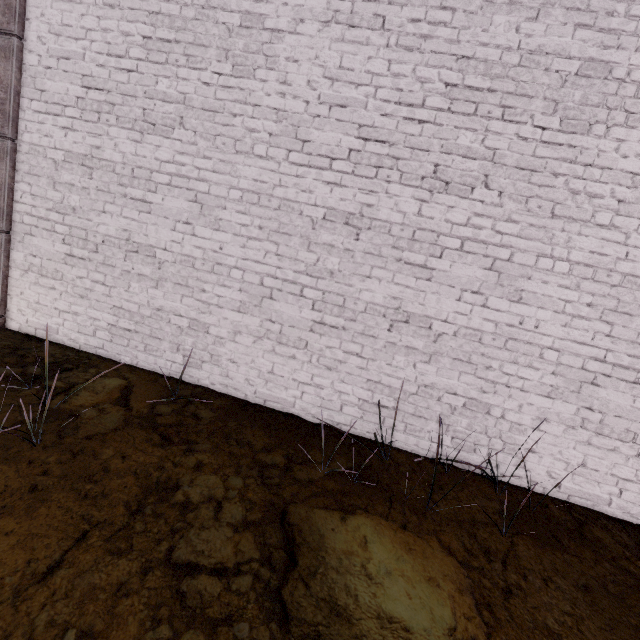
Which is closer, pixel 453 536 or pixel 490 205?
pixel 453 536
